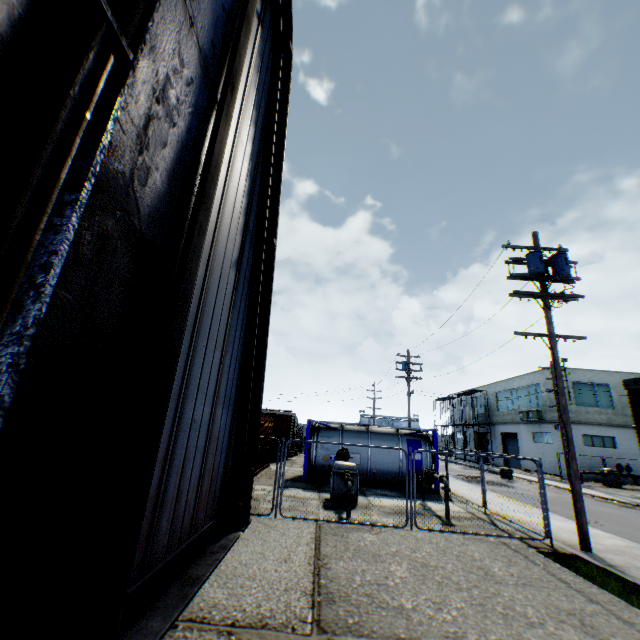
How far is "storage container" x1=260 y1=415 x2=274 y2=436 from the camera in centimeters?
1716cm

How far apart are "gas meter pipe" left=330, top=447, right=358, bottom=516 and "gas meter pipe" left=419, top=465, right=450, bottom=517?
2.8m

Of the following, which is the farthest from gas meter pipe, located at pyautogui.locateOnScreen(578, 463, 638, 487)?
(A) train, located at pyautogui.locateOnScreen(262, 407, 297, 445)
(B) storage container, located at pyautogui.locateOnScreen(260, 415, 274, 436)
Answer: (B) storage container, located at pyautogui.locateOnScreen(260, 415, 274, 436)

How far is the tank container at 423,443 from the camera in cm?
1670

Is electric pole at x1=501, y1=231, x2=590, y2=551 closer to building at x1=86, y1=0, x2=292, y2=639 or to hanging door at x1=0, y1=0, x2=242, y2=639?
building at x1=86, y1=0, x2=292, y2=639

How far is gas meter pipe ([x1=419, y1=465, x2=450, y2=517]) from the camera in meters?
11.0

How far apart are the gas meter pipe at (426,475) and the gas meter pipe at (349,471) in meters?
2.8

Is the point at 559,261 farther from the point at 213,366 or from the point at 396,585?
the point at 213,366
